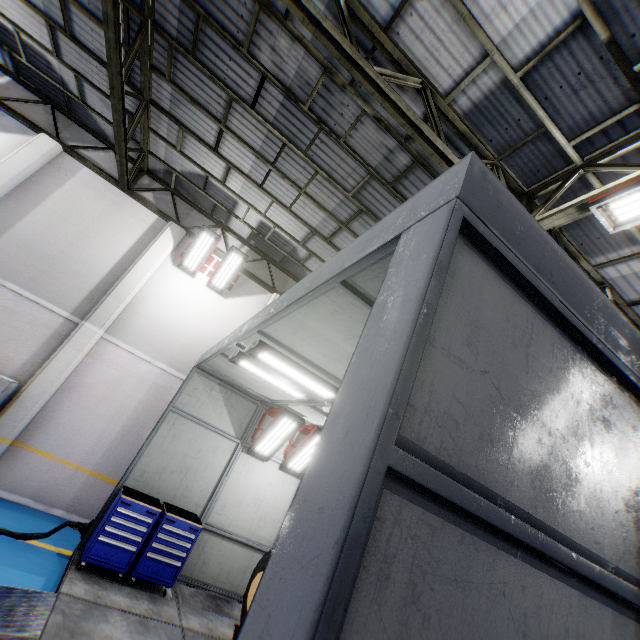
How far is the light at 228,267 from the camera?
10.0m

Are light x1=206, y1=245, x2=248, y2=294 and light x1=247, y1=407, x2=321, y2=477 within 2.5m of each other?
no

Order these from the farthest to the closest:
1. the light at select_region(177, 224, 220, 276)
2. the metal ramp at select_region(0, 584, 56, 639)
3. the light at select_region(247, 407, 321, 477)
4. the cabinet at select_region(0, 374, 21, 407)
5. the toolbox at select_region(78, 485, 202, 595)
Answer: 1. the light at select_region(177, 224, 220, 276)
2. the light at select_region(247, 407, 321, 477)
3. the cabinet at select_region(0, 374, 21, 407)
4. the toolbox at select_region(78, 485, 202, 595)
5. the metal ramp at select_region(0, 584, 56, 639)

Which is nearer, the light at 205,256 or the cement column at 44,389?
the cement column at 44,389

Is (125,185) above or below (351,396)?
above

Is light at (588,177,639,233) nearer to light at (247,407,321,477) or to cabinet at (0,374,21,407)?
light at (247,407,321,477)

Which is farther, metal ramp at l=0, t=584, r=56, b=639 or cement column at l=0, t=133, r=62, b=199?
cement column at l=0, t=133, r=62, b=199

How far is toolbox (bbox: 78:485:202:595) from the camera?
5.7 meters
